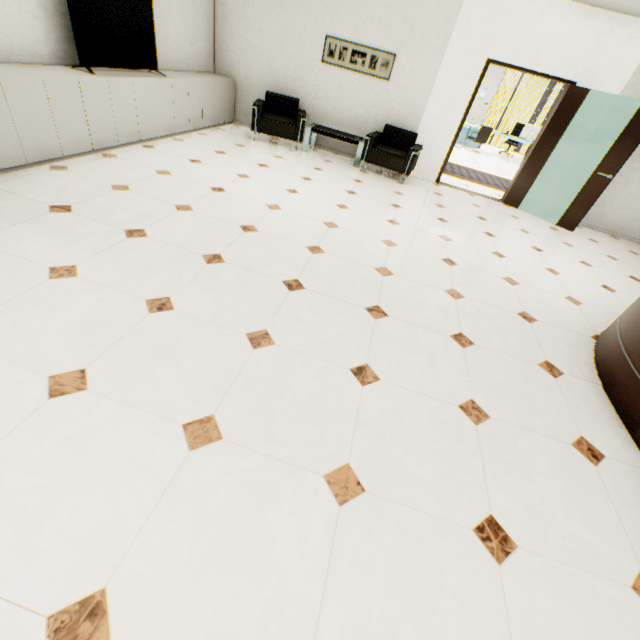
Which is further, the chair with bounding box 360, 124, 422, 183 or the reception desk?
the chair with bounding box 360, 124, 422, 183

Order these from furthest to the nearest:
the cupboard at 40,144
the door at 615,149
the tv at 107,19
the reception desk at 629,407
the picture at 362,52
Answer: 1. the picture at 362,52
2. the door at 615,149
3. the tv at 107,19
4. the cupboard at 40,144
5. the reception desk at 629,407

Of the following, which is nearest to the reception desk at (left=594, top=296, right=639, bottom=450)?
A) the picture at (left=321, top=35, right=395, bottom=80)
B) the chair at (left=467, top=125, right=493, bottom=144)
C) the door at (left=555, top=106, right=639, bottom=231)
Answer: the door at (left=555, top=106, right=639, bottom=231)

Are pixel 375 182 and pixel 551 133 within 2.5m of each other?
no

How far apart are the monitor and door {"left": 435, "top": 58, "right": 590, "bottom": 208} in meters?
7.0 m

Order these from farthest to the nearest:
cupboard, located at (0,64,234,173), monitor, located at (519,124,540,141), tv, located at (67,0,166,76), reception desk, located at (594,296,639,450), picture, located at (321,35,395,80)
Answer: monitor, located at (519,124,540,141) < picture, located at (321,35,395,80) < tv, located at (67,0,166,76) < cupboard, located at (0,64,234,173) < reception desk, located at (594,296,639,450)

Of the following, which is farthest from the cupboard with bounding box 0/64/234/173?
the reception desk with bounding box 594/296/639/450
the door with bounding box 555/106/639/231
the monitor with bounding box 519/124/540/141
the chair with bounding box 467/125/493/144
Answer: the monitor with bounding box 519/124/540/141

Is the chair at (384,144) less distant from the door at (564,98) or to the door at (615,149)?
the door at (564,98)
